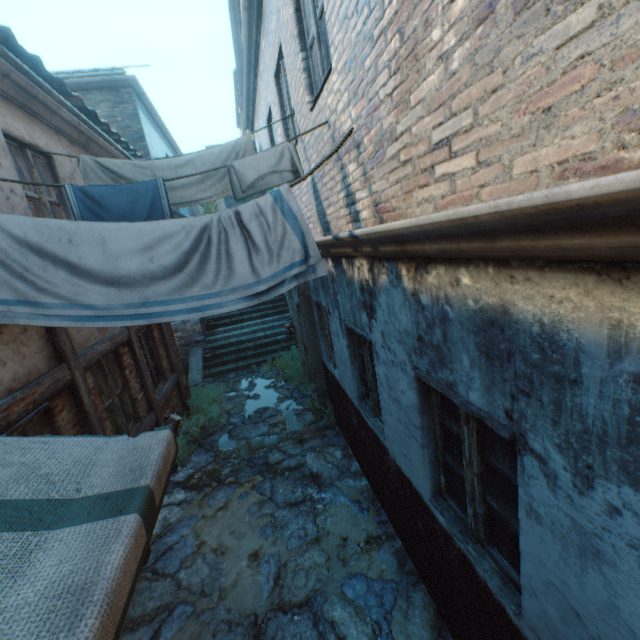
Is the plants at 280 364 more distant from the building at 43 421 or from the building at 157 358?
the building at 43 421

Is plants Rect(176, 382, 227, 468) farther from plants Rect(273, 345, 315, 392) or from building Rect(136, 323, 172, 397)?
plants Rect(273, 345, 315, 392)

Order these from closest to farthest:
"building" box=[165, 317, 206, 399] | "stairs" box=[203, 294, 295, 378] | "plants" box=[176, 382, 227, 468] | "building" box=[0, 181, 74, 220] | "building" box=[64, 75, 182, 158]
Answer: "building" box=[0, 181, 74, 220] < "plants" box=[176, 382, 227, 468] < "building" box=[165, 317, 206, 399] < "building" box=[64, 75, 182, 158] < "stairs" box=[203, 294, 295, 378]

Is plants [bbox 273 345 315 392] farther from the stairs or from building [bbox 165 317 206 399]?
building [bbox 165 317 206 399]

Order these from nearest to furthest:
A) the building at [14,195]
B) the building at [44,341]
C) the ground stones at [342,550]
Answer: the building at [44,341], the building at [14,195], the ground stones at [342,550]

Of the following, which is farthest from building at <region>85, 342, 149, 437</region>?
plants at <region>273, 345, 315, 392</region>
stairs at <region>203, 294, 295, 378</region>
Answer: plants at <region>273, 345, 315, 392</region>

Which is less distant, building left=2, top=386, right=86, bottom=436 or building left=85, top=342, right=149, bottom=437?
building left=2, top=386, right=86, bottom=436

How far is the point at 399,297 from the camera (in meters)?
2.63
